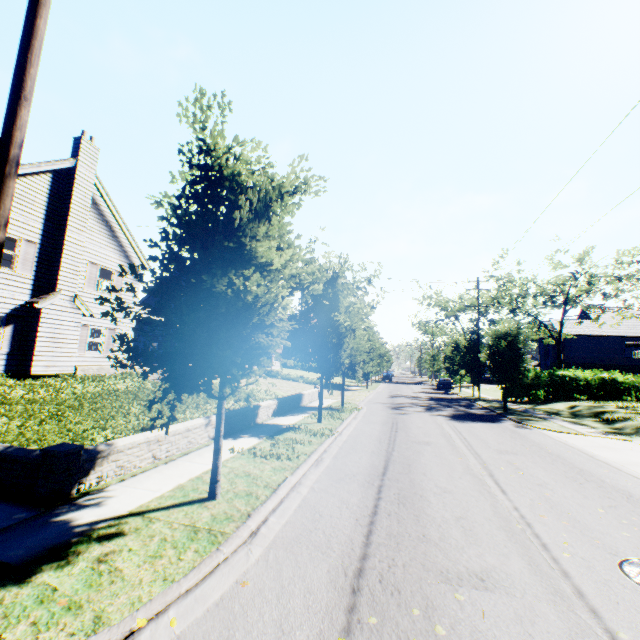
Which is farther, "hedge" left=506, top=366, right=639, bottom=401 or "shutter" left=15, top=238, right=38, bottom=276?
"hedge" left=506, top=366, right=639, bottom=401

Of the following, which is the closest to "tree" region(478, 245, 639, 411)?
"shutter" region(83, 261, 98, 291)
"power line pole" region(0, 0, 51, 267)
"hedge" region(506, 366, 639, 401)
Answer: "hedge" region(506, 366, 639, 401)

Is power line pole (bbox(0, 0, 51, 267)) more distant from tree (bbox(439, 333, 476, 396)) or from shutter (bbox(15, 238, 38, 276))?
shutter (bbox(15, 238, 38, 276))

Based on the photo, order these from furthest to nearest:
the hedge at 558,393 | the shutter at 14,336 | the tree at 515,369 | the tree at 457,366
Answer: the tree at 457,366
the hedge at 558,393
the tree at 515,369
the shutter at 14,336

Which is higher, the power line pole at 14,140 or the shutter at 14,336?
the power line pole at 14,140

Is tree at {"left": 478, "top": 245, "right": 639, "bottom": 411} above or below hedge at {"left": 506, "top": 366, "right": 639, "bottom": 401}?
above

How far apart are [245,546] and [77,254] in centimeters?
1771cm

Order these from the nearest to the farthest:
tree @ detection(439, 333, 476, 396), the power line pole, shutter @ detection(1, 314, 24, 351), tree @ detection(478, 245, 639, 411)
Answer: the power line pole, shutter @ detection(1, 314, 24, 351), tree @ detection(478, 245, 639, 411), tree @ detection(439, 333, 476, 396)
